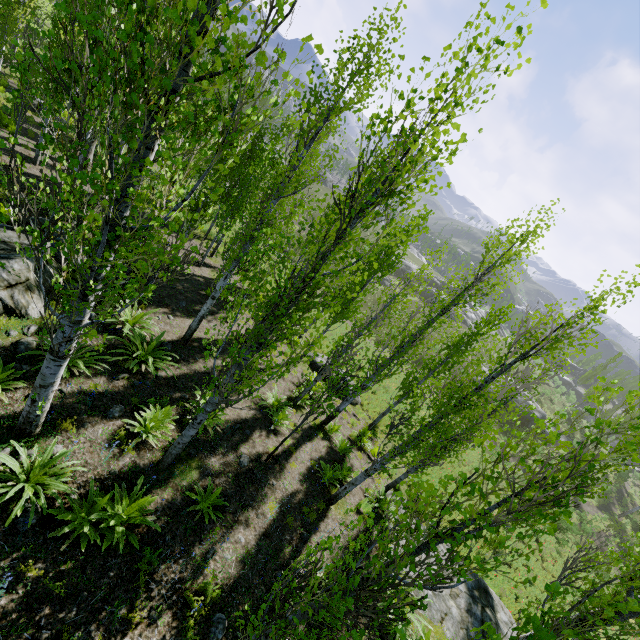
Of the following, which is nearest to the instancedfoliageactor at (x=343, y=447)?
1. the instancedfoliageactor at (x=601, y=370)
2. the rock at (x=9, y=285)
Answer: the rock at (x=9, y=285)

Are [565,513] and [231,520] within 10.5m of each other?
yes

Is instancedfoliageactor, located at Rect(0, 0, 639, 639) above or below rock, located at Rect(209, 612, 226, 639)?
above

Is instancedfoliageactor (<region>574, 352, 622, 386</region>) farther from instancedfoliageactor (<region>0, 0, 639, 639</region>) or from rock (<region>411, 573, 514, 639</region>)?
rock (<region>411, 573, 514, 639</region>)

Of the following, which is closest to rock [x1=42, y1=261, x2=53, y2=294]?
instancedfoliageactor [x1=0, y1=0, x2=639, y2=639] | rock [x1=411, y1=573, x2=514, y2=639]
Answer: instancedfoliageactor [x1=0, y1=0, x2=639, y2=639]

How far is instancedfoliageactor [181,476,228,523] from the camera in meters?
6.5

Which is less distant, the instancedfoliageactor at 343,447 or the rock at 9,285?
the rock at 9,285

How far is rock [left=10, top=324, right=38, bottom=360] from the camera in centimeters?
681cm
